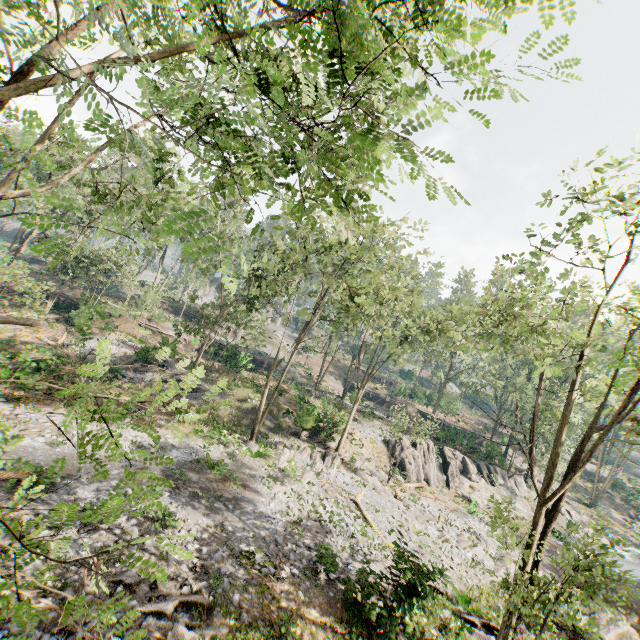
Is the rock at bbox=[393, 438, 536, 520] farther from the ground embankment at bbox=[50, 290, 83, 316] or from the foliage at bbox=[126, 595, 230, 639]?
the ground embankment at bbox=[50, 290, 83, 316]

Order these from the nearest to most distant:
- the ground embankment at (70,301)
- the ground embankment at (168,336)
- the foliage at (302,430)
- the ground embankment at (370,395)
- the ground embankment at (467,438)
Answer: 1. the foliage at (302,430)
2. the ground embankment at (168,336)
3. the ground embankment at (70,301)
4. the ground embankment at (467,438)
5. the ground embankment at (370,395)

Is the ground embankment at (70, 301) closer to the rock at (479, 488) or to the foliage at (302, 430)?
the foliage at (302, 430)

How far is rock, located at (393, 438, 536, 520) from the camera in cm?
3119

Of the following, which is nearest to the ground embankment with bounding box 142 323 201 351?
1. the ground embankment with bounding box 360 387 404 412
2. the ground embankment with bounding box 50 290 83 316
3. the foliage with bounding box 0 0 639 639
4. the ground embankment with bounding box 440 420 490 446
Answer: the ground embankment with bounding box 360 387 404 412

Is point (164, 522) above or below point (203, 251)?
below

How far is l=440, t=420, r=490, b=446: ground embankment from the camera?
39.3 meters

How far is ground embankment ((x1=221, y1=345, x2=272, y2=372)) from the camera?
38.44m
